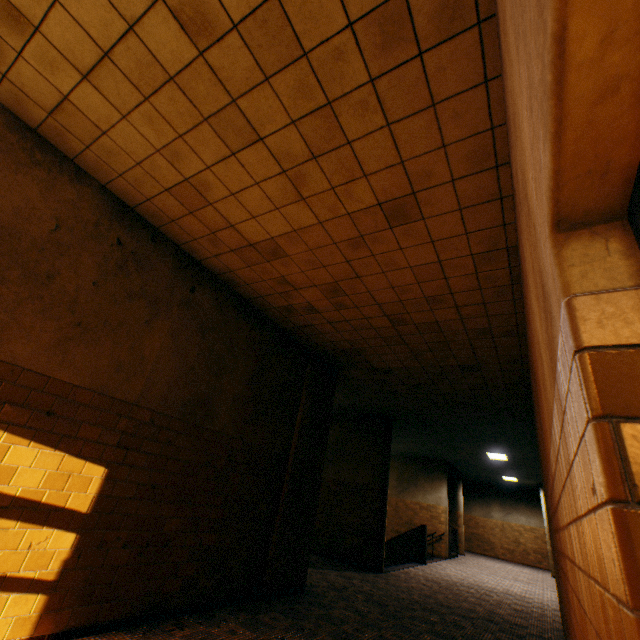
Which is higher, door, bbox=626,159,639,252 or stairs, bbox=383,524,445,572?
door, bbox=626,159,639,252

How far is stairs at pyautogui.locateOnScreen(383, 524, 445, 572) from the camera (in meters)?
10.93

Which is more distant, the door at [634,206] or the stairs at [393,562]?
the stairs at [393,562]

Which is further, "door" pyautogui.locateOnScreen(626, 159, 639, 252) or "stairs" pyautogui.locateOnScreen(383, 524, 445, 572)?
"stairs" pyautogui.locateOnScreen(383, 524, 445, 572)

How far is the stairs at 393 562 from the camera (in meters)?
10.93

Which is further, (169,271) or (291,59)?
(169,271)
